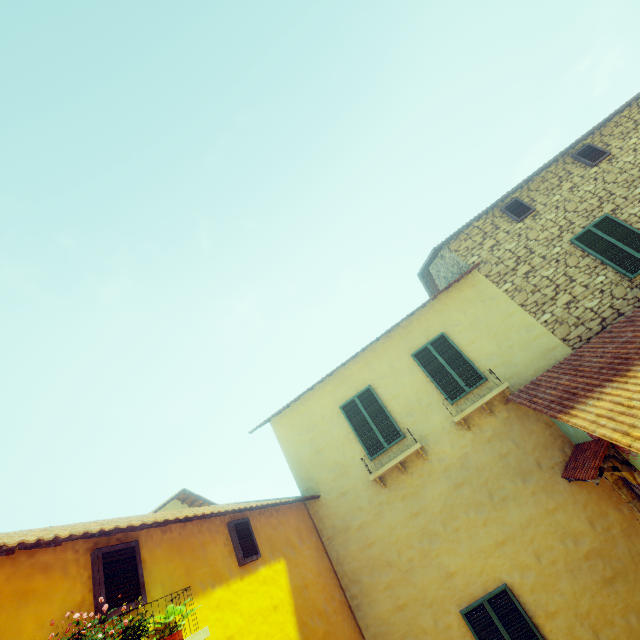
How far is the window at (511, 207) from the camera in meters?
9.3

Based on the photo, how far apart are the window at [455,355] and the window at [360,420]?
1.4 meters

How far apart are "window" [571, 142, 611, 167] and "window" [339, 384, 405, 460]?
8.8 meters

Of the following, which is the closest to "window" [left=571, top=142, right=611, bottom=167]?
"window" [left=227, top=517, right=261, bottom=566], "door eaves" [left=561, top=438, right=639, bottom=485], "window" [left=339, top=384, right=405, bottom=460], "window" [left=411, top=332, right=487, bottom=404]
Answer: "window" [left=411, top=332, right=487, bottom=404]

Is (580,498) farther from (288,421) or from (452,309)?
(288,421)

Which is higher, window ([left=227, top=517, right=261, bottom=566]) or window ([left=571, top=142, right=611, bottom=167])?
window ([left=571, top=142, right=611, bottom=167])

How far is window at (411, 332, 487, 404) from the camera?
8.1 meters

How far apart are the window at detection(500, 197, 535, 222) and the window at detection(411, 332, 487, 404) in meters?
3.9
